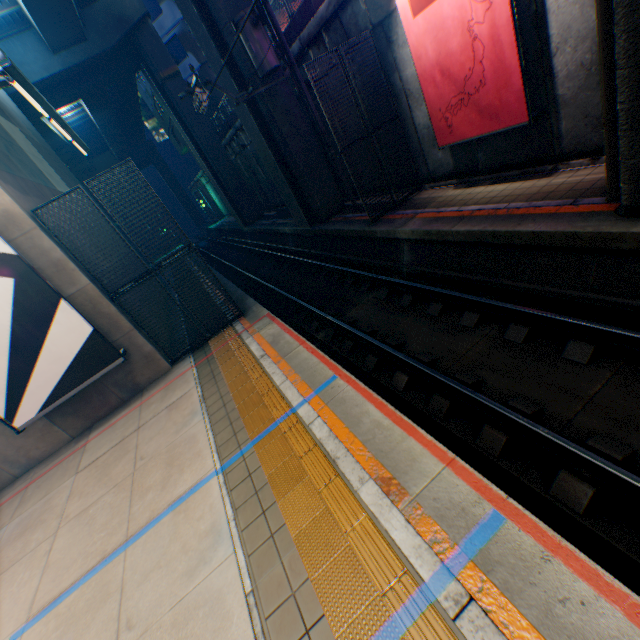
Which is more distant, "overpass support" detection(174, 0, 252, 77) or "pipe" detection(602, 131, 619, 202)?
"overpass support" detection(174, 0, 252, 77)

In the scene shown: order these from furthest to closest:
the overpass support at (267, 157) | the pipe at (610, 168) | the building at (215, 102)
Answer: the building at (215, 102)
the overpass support at (267, 157)
the pipe at (610, 168)

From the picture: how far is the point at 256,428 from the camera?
5.3 meters

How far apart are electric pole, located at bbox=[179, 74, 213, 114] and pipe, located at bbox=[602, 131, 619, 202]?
8.1m

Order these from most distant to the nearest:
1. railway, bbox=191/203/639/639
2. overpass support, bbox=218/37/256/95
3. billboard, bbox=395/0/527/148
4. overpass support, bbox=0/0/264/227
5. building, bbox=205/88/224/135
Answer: building, bbox=205/88/224/135 → overpass support, bbox=0/0/264/227 → overpass support, bbox=218/37/256/95 → billboard, bbox=395/0/527/148 → railway, bbox=191/203/639/639

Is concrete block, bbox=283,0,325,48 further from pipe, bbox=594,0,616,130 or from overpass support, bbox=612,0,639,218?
pipe, bbox=594,0,616,130

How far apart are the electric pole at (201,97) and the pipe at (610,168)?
8.1 meters

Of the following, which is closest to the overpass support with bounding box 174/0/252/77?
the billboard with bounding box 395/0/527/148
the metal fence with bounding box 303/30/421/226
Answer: the metal fence with bounding box 303/30/421/226
